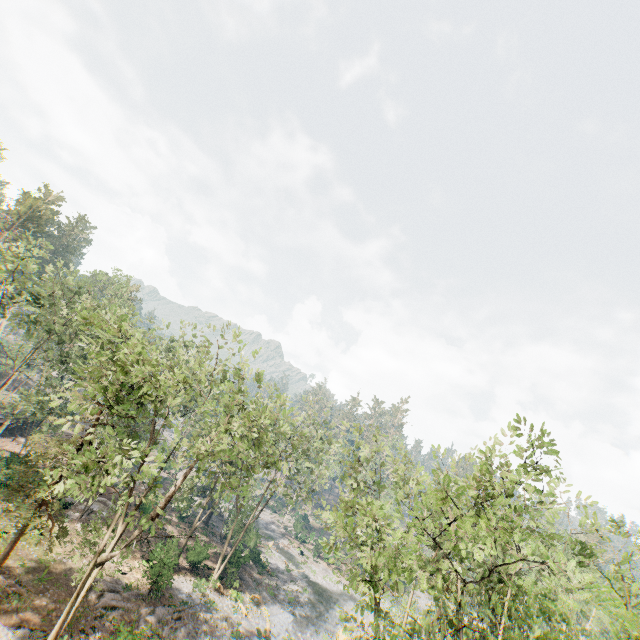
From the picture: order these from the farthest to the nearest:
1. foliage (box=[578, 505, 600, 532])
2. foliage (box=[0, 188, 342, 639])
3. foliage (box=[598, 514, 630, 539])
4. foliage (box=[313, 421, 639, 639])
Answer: foliage (box=[0, 188, 342, 639]) → foliage (box=[578, 505, 600, 532]) → foliage (box=[598, 514, 630, 539]) → foliage (box=[313, 421, 639, 639])

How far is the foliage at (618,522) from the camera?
11.86m

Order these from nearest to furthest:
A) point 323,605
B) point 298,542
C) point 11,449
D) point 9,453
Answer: point 9,453
point 11,449
point 323,605
point 298,542

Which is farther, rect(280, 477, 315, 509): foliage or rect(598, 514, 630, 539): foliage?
rect(280, 477, 315, 509): foliage

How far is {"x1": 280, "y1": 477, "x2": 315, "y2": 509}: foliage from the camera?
30.2 meters

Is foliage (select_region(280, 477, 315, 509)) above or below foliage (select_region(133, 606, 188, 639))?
above

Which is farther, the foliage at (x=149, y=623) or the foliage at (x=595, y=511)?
the foliage at (x=149, y=623)
